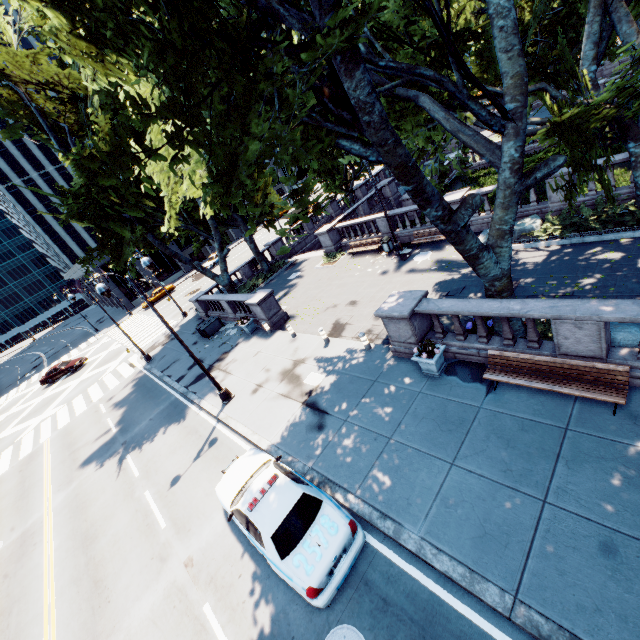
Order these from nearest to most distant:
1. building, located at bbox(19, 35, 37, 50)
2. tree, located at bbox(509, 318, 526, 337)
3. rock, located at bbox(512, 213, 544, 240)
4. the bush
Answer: tree, located at bbox(509, 318, 526, 337), the bush, rock, located at bbox(512, 213, 544, 240), building, located at bbox(19, 35, 37, 50)

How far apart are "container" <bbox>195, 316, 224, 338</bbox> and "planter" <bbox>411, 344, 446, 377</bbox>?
17.13m

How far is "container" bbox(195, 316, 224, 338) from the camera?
23.5 meters

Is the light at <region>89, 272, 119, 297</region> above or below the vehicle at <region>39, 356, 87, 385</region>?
above

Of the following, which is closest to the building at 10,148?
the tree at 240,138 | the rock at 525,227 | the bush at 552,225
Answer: the tree at 240,138

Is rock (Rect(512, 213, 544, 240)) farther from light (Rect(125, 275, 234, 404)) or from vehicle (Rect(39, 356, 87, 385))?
vehicle (Rect(39, 356, 87, 385))

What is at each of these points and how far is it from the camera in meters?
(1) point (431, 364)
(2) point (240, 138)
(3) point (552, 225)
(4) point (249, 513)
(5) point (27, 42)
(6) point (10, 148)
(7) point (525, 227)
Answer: (1) planter, 10.3 m
(2) tree, 6.3 m
(3) bush, 14.5 m
(4) vehicle, 8.0 m
(5) building, 59.1 m
(6) building, 58.6 m
(7) rock, 14.9 m

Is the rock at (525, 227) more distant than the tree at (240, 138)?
Yes
